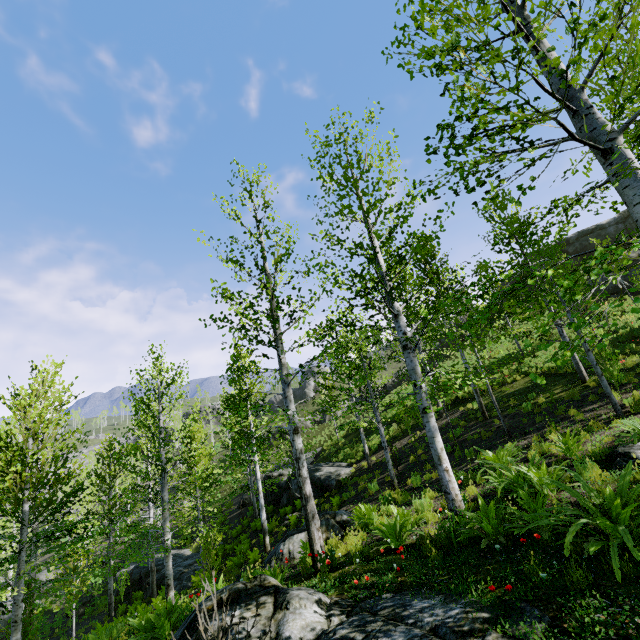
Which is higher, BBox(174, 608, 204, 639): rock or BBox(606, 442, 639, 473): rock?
BBox(606, 442, 639, 473): rock

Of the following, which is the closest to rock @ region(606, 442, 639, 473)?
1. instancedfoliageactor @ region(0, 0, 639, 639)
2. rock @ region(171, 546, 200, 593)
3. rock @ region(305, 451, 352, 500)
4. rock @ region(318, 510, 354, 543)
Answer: rock @ region(318, 510, 354, 543)

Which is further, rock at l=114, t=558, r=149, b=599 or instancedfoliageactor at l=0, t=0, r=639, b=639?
rock at l=114, t=558, r=149, b=599

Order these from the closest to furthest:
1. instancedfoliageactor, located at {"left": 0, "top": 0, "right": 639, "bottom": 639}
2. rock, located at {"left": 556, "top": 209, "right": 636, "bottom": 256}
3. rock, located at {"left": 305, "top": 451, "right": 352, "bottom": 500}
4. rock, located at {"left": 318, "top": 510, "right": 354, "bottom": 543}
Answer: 1. instancedfoliageactor, located at {"left": 0, "top": 0, "right": 639, "bottom": 639}
2. rock, located at {"left": 318, "top": 510, "right": 354, "bottom": 543}
3. rock, located at {"left": 305, "top": 451, "right": 352, "bottom": 500}
4. rock, located at {"left": 556, "top": 209, "right": 636, "bottom": 256}

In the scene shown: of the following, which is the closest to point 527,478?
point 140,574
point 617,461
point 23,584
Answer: point 617,461

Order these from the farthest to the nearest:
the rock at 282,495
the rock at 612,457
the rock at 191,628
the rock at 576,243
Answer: the rock at 576,243
the rock at 282,495
the rock at 612,457
the rock at 191,628

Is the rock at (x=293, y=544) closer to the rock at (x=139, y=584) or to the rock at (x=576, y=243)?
the rock at (x=139, y=584)

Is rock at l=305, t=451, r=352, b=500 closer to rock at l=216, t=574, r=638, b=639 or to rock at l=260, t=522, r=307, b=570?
rock at l=260, t=522, r=307, b=570
